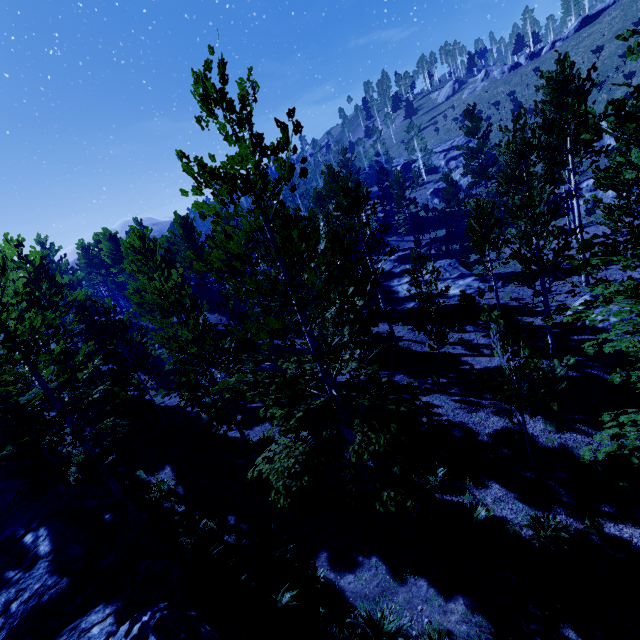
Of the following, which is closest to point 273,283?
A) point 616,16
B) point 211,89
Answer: point 211,89

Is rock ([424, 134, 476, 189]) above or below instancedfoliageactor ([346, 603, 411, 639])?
above

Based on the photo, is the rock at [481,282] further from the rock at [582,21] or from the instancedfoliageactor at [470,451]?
the rock at [582,21]

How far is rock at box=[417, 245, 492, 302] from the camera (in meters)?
21.14

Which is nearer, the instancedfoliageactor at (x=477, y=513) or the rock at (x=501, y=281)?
the instancedfoliageactor at (x=477, y=513)

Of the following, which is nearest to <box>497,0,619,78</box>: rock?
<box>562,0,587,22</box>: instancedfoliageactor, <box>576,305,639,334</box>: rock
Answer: <box>562,0,587,22</box>: instancedfoliageactor

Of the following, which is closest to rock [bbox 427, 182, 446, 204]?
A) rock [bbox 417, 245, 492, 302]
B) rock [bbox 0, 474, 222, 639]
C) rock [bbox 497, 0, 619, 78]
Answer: rock [bbox 417, 245, 492, 302]

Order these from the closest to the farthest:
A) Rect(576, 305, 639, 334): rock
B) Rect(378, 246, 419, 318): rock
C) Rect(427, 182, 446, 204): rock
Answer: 1. Rect(576, 305, 639, 334): rock
2. Rect(378, 246, 419, 318): rock
3. Rect(427, 182, 446, 204): rock
